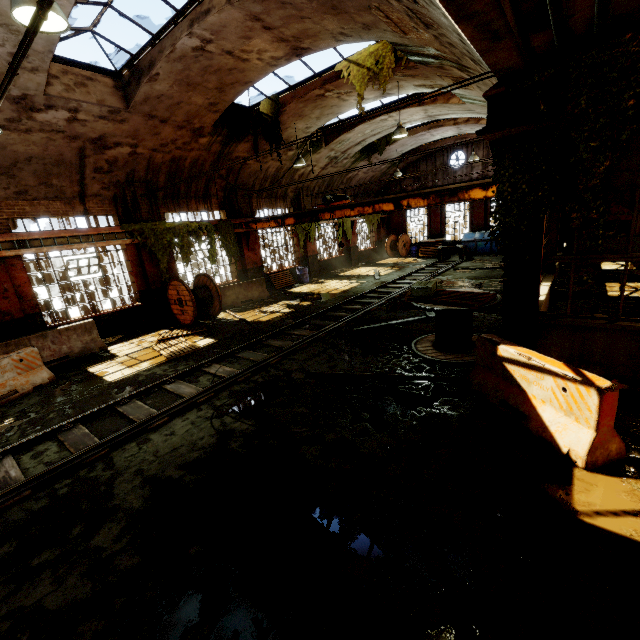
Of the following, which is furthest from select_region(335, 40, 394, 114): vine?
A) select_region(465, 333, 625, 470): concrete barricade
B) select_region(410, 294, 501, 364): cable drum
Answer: select_region(465, 333, 625, 470): concrete barricade

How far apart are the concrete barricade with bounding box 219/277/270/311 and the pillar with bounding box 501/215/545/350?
11.24m

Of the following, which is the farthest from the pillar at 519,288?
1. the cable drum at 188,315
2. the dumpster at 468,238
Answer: the cable drum at 188,315

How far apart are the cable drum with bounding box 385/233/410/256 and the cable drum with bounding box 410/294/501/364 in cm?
1915

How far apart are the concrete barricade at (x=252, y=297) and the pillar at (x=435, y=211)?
15.99m

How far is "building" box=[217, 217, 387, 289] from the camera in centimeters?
1664cm

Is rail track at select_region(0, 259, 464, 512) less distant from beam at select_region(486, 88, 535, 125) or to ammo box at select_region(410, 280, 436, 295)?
ammo box at select_region(410, 280, 436, 295)

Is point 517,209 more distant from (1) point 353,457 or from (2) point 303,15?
(2) point 303,15
